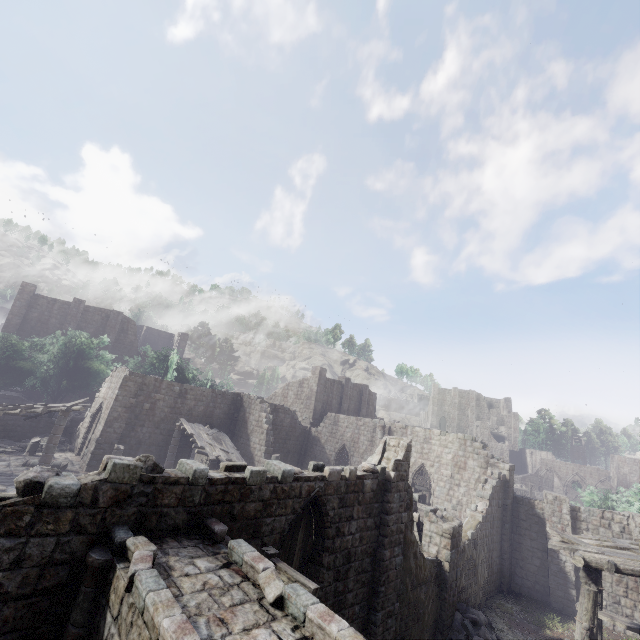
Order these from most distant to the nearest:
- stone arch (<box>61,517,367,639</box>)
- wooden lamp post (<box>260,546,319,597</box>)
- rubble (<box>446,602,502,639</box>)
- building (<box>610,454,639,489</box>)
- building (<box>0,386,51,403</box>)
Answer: building (<box>610,454,639,489</box>), building (<box>0,386,51,403</box>), rubble (<box>446,602,502,639</box>), wooden lamp post (<box>260,546,319,597</box>), stone arch (<box>61,517,367,639</box>)

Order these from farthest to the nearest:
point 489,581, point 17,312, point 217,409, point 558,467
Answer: point 558,467 < point 17,312 < point 217,409 < point 489,581

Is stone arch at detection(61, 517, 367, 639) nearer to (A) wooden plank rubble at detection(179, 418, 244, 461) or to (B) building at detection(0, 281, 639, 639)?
(B) building at detection(0, 281, 639, 639)

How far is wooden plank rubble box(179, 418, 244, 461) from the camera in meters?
21.0

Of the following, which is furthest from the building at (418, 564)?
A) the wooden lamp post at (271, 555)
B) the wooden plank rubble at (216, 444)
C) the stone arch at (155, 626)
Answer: the wooden plank rubble at (216, 444)

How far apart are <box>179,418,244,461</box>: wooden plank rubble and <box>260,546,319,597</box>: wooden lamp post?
15.4m
